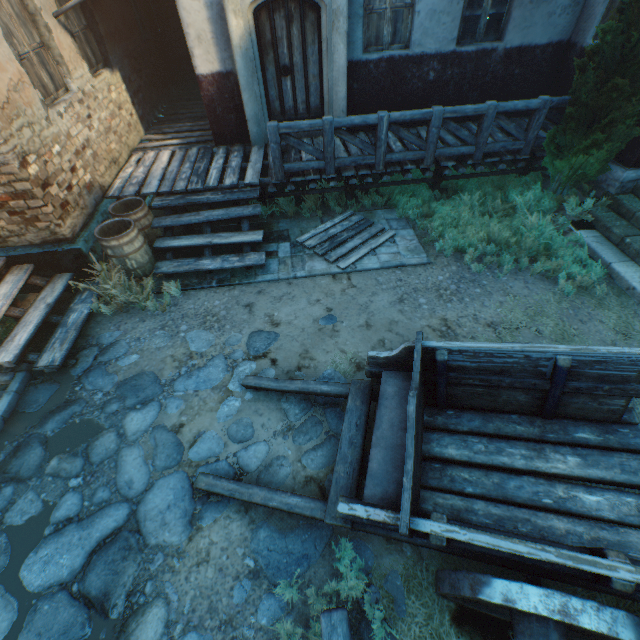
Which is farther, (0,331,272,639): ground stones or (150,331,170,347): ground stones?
(150,331,170,347): ground stones

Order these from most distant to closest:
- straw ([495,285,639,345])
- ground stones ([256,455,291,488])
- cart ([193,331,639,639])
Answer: straw ([495,285,639,345]) → ground stones ([256,455,291,488]) → cart ([193,331,639,639])

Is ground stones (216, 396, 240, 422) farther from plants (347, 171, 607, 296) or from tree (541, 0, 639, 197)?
tree (541, 0, 639, 197)

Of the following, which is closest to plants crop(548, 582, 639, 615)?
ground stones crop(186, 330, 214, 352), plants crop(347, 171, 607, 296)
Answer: ground stones crop(186, 330, 214, 352)

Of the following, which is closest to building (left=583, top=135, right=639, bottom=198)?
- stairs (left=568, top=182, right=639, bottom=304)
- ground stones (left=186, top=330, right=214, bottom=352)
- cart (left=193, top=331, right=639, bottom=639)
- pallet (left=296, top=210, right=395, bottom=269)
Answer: stairs (left=568, top=182, right=639, bottom=304)

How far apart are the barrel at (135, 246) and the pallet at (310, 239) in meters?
2.7 m

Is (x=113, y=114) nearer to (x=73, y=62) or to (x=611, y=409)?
(x=73, y=62)

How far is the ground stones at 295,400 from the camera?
3.77m
